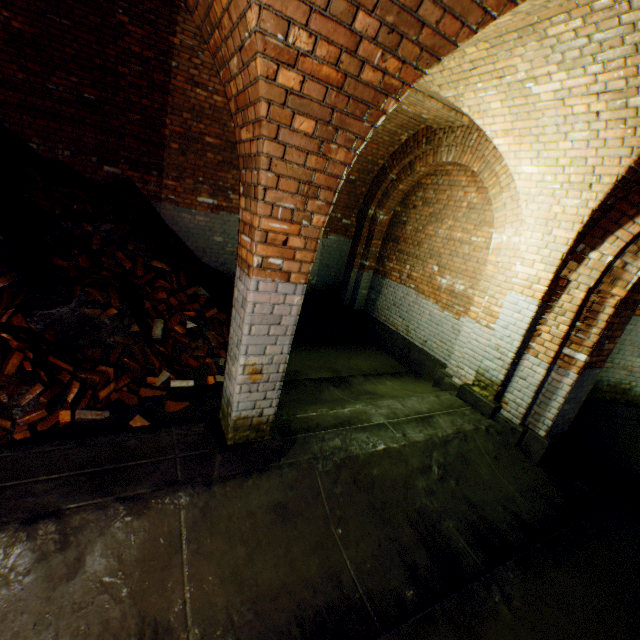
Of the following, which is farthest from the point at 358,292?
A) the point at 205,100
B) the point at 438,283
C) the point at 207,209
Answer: the point at 205,100

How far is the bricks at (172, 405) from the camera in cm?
387

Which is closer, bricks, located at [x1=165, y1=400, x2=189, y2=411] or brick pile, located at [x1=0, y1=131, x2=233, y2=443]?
brick pile, located at [x1=0, y1=131, x2=233, y2=443]

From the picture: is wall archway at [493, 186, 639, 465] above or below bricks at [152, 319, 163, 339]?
below

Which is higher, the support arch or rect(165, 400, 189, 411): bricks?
the support arch

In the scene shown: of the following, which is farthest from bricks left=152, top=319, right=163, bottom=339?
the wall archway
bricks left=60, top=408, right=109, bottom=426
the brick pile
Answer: the wall archway

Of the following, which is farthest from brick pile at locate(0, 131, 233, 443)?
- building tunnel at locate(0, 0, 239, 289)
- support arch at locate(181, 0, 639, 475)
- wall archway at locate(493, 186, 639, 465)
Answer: wall archway at locate(493, 186, 639, 465)

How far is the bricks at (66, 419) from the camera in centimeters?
327cm
